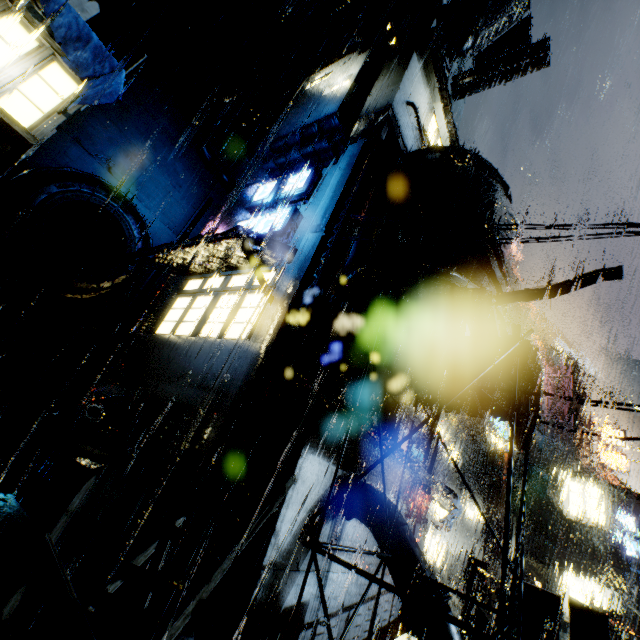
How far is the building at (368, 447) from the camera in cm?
691

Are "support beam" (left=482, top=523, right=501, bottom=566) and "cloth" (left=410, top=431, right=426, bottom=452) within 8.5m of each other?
yes

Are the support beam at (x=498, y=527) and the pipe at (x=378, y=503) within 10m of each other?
no

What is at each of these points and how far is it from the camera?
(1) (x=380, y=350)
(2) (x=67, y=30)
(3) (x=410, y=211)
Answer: (1) building vent, 11.3m
(2) cloth, 9.6m
(3) building vent, 11.5m

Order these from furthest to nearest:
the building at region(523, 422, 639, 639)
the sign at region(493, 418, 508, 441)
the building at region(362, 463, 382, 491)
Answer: the sign at region(493, 418, 508, 441)
the building at region(523, 422, 639, 639)
the building at region(362, 463, 382, 491)

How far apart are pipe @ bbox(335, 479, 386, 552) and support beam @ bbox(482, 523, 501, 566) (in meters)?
17.31

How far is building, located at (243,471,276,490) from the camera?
7.2 meters

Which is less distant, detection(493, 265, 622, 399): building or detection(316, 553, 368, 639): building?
detection(493, 265, 622, 399): building
